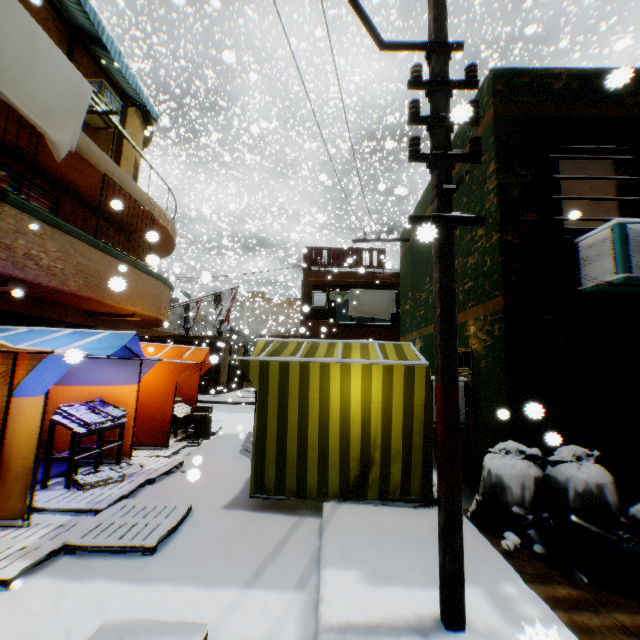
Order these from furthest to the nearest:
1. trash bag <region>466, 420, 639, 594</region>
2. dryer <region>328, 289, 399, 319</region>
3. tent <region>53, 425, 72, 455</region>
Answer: dryer <region>328, 289, 399, 319</region>, tent <region>53, 425, 72, 455</region>, trash bag <region>466, 420, 639, 594</region>

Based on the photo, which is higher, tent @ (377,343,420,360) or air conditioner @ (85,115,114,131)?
air conditioner @ (85,115,114,131)

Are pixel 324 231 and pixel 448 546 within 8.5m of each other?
no

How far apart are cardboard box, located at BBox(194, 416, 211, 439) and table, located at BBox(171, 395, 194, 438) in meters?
0.1

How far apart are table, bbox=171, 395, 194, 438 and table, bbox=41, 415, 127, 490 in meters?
2.4

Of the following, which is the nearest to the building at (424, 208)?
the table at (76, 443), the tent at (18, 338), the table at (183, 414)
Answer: the tent at (18, 338)

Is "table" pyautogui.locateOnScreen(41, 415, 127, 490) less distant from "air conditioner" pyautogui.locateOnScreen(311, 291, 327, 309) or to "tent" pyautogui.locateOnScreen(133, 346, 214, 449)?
"tent" pyautogui.locateOnScreen(133, 346, 214, 449)

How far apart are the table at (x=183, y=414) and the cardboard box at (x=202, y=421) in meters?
0.1 m
